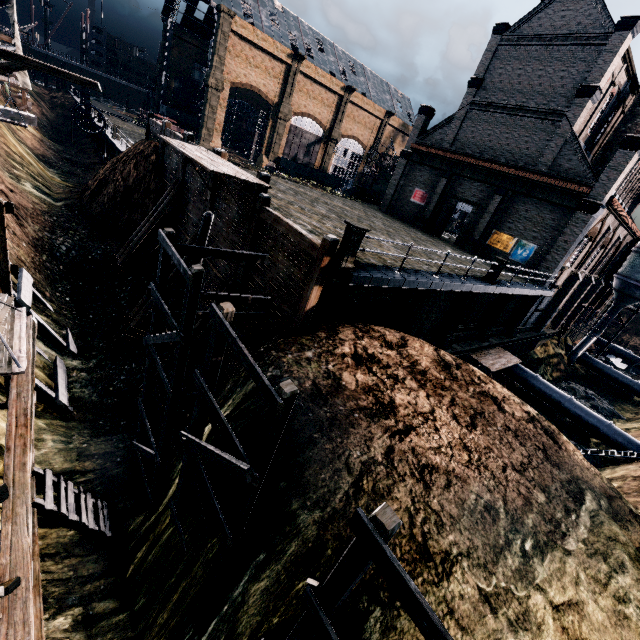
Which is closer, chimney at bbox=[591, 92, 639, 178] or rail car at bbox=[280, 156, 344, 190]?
chimney at bbox=[591, 92, 639, 178]

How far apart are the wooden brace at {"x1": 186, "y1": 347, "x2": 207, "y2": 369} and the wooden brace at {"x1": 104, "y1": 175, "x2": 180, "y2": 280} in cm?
952

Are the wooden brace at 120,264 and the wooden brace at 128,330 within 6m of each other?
yes

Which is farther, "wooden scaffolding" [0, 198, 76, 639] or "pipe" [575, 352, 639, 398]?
"pipe" [575, 352, 639, 398]

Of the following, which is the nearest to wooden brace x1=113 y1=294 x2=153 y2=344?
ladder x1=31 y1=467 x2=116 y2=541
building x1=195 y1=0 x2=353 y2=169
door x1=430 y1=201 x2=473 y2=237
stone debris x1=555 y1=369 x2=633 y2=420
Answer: ladder x1=31 y1=467 x2=116 y2=541

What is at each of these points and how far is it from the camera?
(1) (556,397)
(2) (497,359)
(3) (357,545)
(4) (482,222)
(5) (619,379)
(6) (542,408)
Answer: (1) pipe, 27.4m
(2) wooden platform, 24.1m
(3) wooden scaffolding, 3.5m
(4) building, 29.8m
(5) pipe, 39.4m
(6) stone debris, 29.9m

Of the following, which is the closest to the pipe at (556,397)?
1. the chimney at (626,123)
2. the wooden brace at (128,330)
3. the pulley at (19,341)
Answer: the chimney at (626,123)

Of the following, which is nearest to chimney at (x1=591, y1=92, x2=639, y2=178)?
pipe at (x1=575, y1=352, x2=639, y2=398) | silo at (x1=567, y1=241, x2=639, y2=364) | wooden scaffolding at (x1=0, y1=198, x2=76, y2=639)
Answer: silo at (x1=567, y1=241, x2=639, y2=364)
